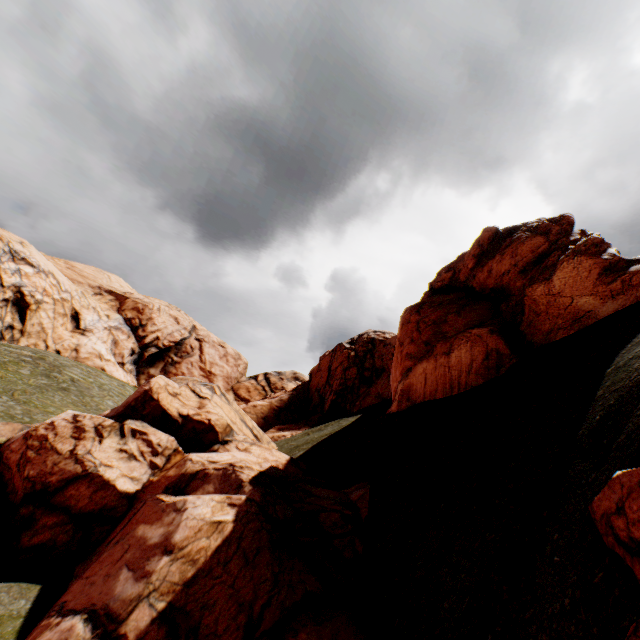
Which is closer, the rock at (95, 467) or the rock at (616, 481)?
the rock at (616, 481)

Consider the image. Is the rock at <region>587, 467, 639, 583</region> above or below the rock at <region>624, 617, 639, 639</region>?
above

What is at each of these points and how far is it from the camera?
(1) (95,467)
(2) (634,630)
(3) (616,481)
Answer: (1) rock, 11.66m
(2) rock, 3.27m
(3) rock, 3.90m

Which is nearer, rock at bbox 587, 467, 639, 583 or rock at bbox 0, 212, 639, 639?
rock at bbox 587, 467, 639, 583
